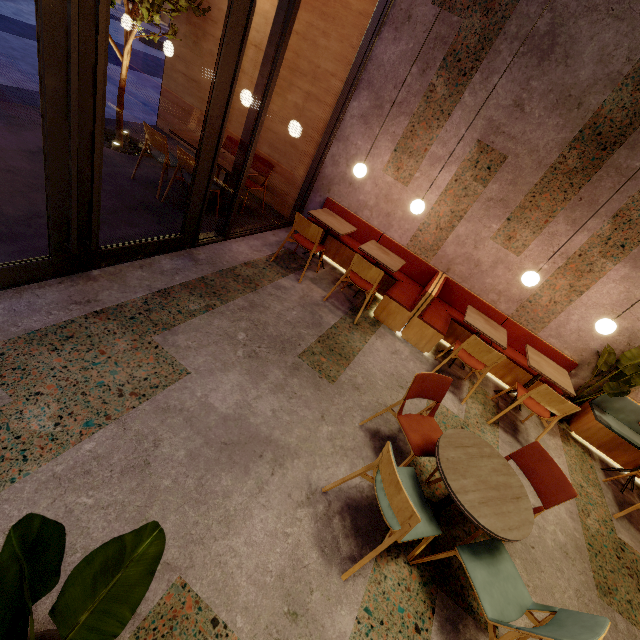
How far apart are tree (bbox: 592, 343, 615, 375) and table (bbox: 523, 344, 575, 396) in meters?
0.5 m

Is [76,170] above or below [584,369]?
above

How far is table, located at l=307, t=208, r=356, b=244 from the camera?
4.7 meters

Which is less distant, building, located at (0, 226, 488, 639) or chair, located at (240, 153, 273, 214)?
building, located at (0, 226, 488, 639)

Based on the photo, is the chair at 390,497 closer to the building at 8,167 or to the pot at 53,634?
the building at 8,167

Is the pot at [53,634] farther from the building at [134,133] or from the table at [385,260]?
the table at [385,260]

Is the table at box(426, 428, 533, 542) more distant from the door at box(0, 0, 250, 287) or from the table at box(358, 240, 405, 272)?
the door at box(0, 0, 250, 287)

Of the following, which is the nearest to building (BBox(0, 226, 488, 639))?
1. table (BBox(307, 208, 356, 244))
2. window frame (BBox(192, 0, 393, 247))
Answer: window frame (BBox(192, 0, 393, 247))
